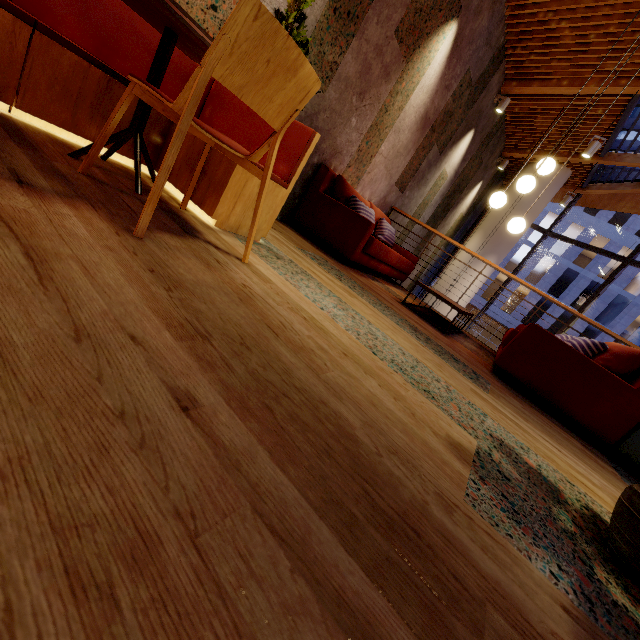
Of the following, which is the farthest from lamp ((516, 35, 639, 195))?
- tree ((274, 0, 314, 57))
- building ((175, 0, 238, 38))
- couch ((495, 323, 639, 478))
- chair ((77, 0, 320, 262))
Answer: chair ((77, 0, 320, 262))

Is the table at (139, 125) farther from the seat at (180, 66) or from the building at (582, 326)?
the building at (582, 326)

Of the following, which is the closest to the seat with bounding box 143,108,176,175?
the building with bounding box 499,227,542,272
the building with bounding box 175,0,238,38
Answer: the building with bounding box 175,0,238,38

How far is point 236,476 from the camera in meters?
0.5 m

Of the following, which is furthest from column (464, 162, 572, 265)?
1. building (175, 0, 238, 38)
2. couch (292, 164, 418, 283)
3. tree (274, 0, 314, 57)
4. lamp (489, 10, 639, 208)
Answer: tree (274, 0, 314, 57)

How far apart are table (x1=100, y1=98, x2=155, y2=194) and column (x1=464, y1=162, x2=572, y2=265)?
9.1m

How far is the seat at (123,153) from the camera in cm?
197

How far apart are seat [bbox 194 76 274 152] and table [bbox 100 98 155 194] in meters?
0.2 m
